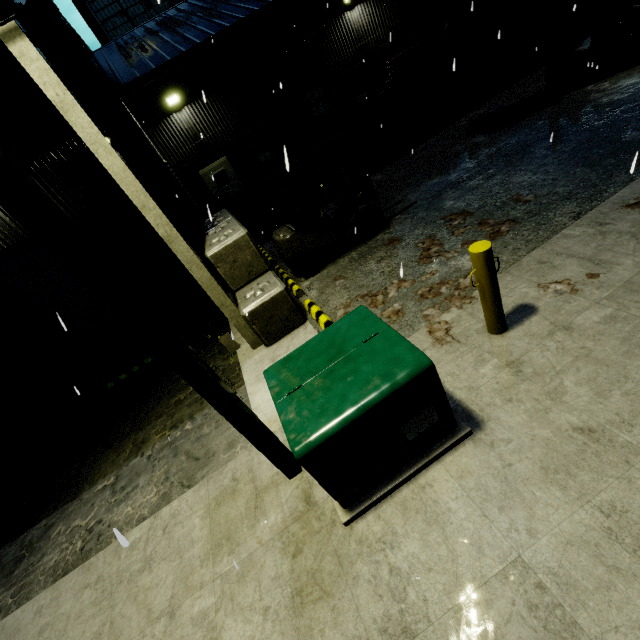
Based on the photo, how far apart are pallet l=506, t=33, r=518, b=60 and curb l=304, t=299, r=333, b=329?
14.03m

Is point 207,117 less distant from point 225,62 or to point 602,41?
point 225,62

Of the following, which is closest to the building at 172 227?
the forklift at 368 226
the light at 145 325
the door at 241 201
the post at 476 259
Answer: the door at 241 201

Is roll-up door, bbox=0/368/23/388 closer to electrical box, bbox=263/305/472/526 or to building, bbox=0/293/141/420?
building, bbox=0/293/141/420

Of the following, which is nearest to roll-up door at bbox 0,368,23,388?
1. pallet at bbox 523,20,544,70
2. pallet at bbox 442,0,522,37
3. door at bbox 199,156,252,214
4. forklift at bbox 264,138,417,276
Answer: forklift at bbox 264,138,417,276

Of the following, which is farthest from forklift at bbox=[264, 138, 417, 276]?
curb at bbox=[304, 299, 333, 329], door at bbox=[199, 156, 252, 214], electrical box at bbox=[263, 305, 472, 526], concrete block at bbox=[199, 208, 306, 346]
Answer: door at bbox=[199, 156, 252, 214]

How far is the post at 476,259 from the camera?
3.3m

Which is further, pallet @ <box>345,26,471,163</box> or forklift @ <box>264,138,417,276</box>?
pallet @ <box>345,26,471,163</box>
